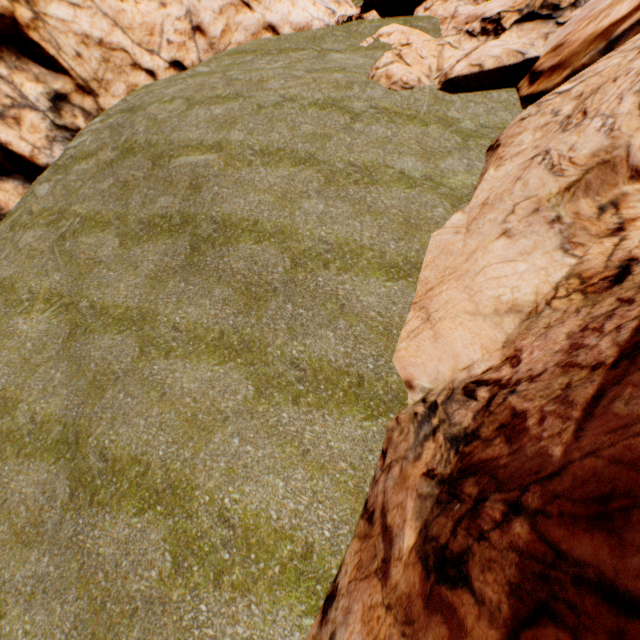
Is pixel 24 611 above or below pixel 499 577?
below
